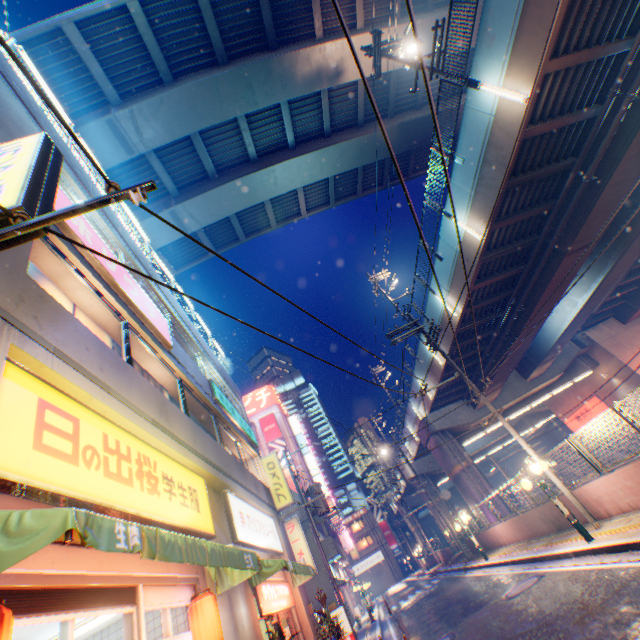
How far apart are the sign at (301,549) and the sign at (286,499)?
7.7 meters

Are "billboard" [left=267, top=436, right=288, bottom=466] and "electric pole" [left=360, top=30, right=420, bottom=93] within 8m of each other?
no

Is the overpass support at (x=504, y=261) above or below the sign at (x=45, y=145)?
above

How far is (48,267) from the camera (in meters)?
6.08

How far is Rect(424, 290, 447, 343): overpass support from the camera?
18.39m

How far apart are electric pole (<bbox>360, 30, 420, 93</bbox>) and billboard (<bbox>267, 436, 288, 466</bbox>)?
45.6m

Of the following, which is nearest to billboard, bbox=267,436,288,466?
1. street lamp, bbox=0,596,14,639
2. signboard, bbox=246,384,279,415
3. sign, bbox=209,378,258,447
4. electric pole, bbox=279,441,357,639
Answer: signboard, bbox=246,384,279,415

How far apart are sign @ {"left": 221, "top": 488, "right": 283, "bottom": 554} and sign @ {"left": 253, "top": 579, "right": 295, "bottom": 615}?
0.8 meters
